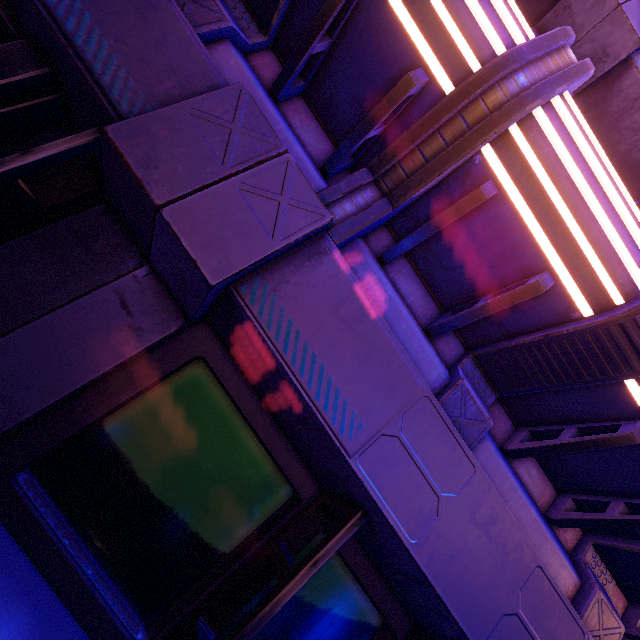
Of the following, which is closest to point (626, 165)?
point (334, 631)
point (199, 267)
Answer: point (199, 267)
